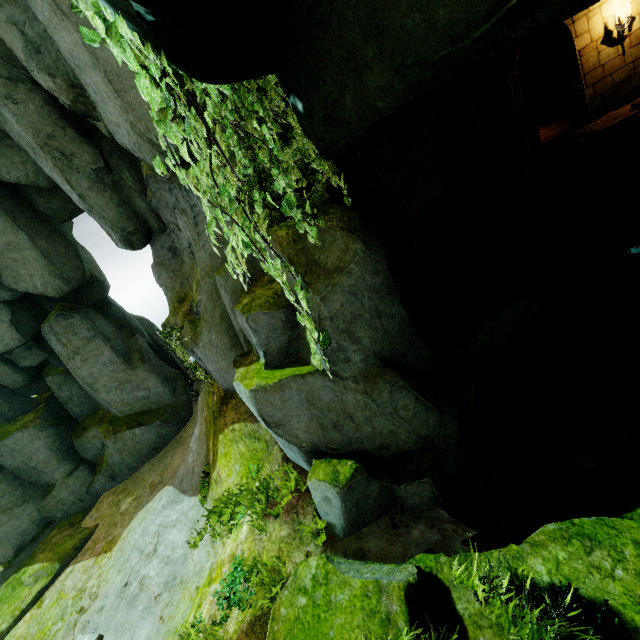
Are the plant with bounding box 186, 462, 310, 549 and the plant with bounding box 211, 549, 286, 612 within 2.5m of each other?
yes

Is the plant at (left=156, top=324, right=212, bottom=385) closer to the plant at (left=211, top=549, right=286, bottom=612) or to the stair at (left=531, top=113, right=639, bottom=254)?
the plant at (left=211, top=549, right=286, bottom=612)

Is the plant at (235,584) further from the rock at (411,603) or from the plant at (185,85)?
the plant at (185,85)

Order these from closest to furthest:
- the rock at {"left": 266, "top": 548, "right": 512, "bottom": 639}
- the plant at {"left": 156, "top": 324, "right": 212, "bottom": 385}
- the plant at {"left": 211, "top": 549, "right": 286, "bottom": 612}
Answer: the rock at {"left": 266, "top": 548, "right": 512, "bottom": 639}, the plant at {"left": 211, "top": 549, "right": 286, "bottom": 612}, the plant at {"left": 156, "top": 324, "right": 212, "bottom": 385}

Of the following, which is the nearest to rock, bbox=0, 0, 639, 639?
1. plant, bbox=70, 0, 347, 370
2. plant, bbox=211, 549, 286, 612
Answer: plant, bbox=70, 0, 347, 370

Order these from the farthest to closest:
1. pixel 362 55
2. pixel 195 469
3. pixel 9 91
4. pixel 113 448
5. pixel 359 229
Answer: pixel 113 448, pixel 195 469, pixel 9 91, pixel 359 229, pixel 362 55

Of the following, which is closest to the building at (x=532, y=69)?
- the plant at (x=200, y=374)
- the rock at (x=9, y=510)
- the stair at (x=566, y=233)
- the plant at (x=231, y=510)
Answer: the rock at (x=9, y=510)

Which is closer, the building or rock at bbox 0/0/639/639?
rock at bbox 0/0/639/639
